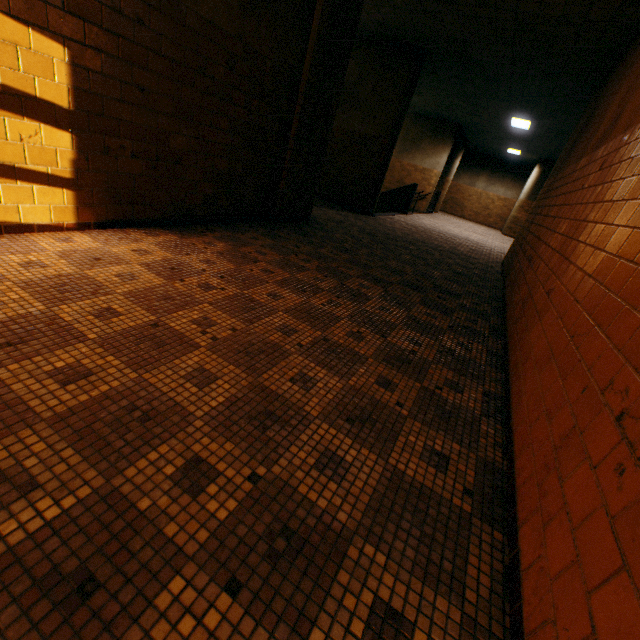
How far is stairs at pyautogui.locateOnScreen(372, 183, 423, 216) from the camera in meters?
12.5 m

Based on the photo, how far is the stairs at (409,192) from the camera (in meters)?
12.48

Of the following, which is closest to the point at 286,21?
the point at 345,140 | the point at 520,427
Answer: the point at 520,427
